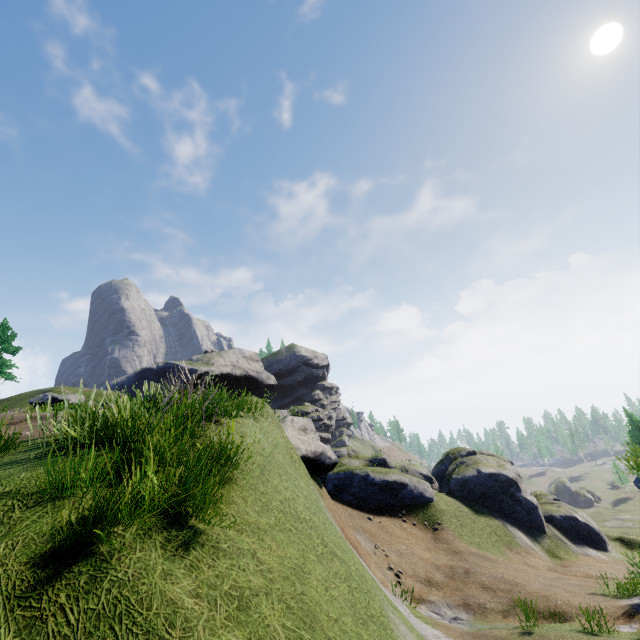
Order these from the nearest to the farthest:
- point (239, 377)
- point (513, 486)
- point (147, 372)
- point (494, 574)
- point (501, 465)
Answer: point (494, 574)
point (513, 486)
point (501, 465)
point (147, 372)
point (239, 377)

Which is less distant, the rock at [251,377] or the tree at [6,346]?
the tree at [6,346]

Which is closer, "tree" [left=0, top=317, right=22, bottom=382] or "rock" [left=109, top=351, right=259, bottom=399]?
"tree" [left=0, top=317, right=22, bottom=382]

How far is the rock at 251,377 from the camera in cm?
4878

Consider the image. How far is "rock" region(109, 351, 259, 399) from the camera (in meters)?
48.78
